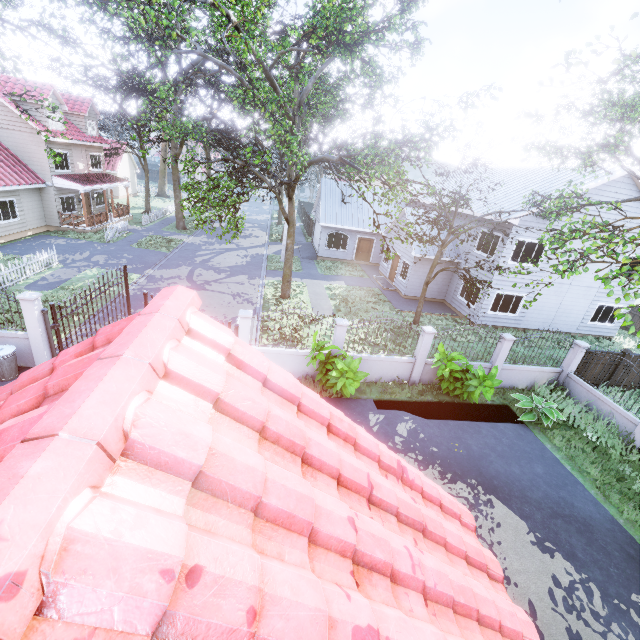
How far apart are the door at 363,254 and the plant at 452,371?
17.8m

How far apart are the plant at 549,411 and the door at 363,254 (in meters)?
18.68

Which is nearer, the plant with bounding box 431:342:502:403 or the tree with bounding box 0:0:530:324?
the tree with bounding box 0:0:530:324

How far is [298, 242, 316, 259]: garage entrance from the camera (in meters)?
28.37

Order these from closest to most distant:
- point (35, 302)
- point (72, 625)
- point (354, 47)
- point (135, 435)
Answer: point (72, 625), point (135, 435), point (35, 302), point (354, 47)

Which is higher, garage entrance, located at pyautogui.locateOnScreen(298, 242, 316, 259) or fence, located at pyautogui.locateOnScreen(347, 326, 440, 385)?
fence, located at pyautogui.locateOnScreen(347, 326, 440, 385)

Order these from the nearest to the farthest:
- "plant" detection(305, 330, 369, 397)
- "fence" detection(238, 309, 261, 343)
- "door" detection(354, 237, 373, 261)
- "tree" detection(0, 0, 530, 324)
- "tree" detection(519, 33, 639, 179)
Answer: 1. "tree" detection(519, 33, 639, 179)
2. "tree" detection(0, 0, 530, 324)
3. "plant" detection(305, 330, 369, 397)
4. "fence" detection(238, 309, 261, 343)
5. "door" detection(354, 237, 373, 261)

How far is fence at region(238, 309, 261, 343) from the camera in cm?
1046
